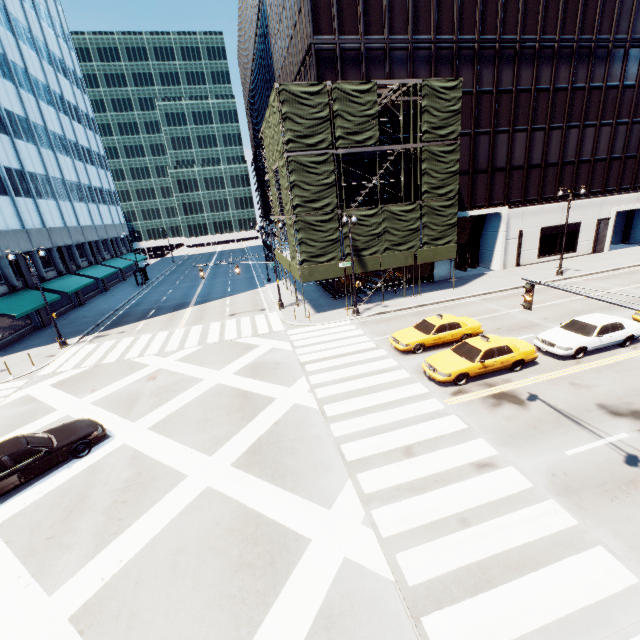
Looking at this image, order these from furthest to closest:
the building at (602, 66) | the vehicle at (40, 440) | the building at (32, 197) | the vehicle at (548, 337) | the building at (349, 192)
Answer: the building at (32, 197) → the building at (349, 192) → the building at (602, 66) → the vehicle at (548, 337) → the vehicle at (40, 440)

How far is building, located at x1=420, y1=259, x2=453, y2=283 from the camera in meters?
31.1

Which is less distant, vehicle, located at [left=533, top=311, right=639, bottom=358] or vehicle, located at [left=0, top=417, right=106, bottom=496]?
vehicle, located at [left=0, top=417, right=106, bottom=496]

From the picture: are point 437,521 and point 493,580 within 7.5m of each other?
yes

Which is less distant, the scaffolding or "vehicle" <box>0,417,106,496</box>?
"vehicle" <box>0,417,106,496</box>

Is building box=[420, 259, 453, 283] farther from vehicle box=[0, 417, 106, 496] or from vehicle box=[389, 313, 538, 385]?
vehicle box=[0, 417, 106, 496]

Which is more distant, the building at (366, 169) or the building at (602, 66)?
the building at (366, 169)

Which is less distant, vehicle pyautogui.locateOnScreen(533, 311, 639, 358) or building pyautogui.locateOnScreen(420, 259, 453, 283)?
vehicle pyautogui.locateOnScreen(533, 311, 639, 358)
